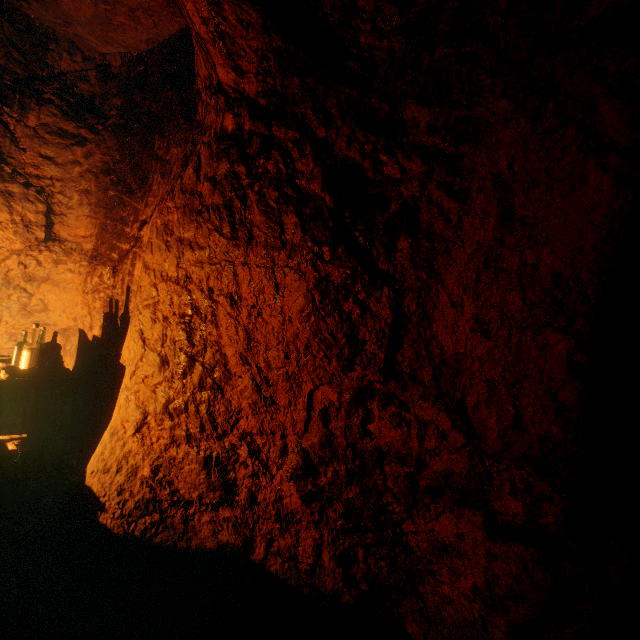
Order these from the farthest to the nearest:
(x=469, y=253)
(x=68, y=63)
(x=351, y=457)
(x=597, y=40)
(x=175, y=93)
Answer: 1. (x=68, y=63)
2. (x=175, y=93)
3. (x=351, y=457)
4. (x=469, y=253)
5. (x=597, y=40)

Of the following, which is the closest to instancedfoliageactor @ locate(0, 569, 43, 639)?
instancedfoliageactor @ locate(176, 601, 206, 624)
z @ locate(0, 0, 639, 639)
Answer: z @ locate(0, 0, 639, 639)

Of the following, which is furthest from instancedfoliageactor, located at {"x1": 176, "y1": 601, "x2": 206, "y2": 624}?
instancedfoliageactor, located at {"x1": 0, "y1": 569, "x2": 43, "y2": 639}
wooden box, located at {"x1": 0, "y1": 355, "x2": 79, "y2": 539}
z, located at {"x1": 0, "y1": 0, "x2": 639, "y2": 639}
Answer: wooden box, located at {"x1": 0, "y1": 355, "x2": 79, "y2": 539}

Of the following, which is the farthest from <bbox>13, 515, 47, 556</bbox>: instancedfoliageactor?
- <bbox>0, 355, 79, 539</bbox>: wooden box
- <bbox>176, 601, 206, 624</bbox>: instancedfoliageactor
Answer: <bbox>176, 601, 206, 624</bbox>: instancedfoliageactor

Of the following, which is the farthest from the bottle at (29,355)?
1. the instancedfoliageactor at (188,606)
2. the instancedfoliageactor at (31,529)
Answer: the instancedfoliageactor at (188,606)

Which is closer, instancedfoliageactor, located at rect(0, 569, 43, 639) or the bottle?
instancedfoliageactor, located at rect(0, 569, 43, 639)

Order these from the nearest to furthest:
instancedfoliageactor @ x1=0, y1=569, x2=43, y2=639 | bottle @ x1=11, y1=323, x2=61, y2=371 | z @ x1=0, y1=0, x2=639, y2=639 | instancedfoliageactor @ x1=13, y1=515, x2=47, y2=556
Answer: z @ x1=0, y1=0, x2=639, y2=639, instancedfoliageactor @ x1=0, y1=569, x2=43, y2=639, instancedfoliageactor @ x1=13, y1=515, x2=47, y2=556, bottle @ x1=11, y1=323, x2=61, y2=371

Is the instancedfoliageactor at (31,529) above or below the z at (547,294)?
below
